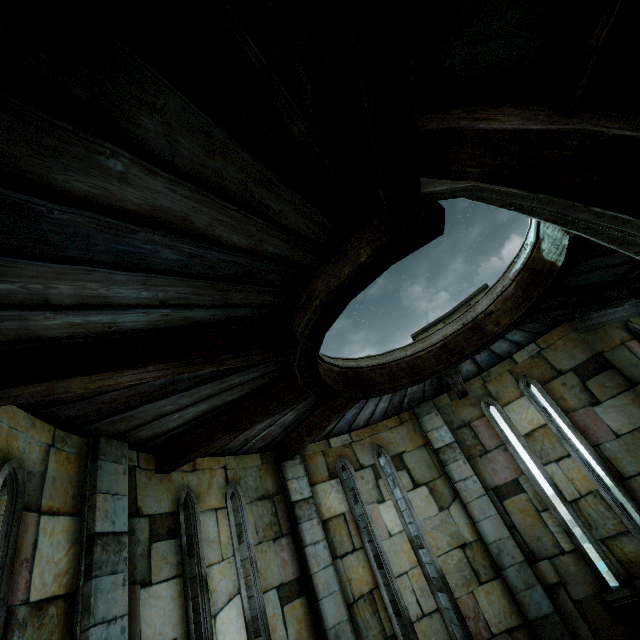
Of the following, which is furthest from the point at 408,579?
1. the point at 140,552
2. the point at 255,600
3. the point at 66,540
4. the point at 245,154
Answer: the point at 245,154
